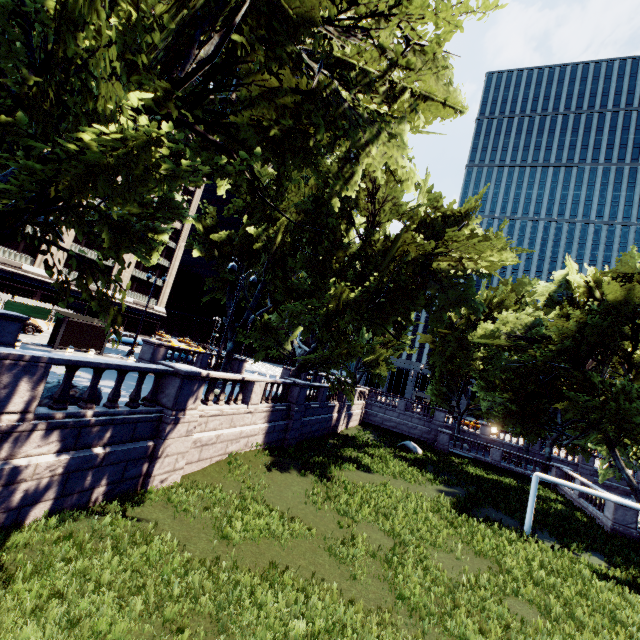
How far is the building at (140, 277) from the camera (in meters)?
53.69

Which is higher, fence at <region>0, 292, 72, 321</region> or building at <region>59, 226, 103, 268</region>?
building at <region>59, 226, 103, 268</region>

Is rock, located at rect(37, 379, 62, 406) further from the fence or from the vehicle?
the fence

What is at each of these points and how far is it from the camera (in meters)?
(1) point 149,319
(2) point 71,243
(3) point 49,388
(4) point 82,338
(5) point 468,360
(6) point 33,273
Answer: (1) building, 59.38
(2) building, 45.78
(3) rock, 9.24
(4) bus stop, 22.20
(5) tree, 36.31
(6) building, 42.03

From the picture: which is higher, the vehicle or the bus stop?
the bus stop

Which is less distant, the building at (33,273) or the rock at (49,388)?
the rock at (49,388)

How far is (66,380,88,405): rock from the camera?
9.4m

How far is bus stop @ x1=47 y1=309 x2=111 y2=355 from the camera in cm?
2097
